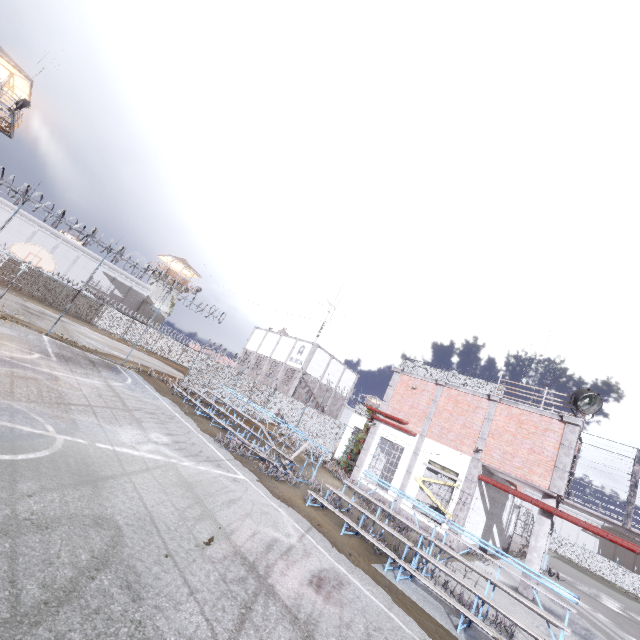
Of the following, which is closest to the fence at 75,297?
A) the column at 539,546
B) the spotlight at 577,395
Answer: the column at 539,546

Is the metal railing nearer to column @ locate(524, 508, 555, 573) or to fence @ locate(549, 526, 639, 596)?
fence @ locate(549, 526, 639, 596)

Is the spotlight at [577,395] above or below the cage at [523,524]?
above

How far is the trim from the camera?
13.38m

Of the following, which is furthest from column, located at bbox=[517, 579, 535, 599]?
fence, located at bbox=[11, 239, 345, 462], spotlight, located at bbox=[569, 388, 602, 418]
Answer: spotlight, located at bbox=[569, 388, 602, 418]

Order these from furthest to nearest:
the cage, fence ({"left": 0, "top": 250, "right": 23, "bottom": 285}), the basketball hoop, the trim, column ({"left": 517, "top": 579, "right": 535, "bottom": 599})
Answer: the cage, fence ({"left": 0, "top": 250, "right": 23, "bottom": 285}), the basketball hoop, the trim, column ({"left": 517, "top": 579, "right": 535, "bottom": 599})

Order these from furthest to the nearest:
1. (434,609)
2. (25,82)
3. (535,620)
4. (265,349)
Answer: (265,349), (25,82), (535,620), (434,609)

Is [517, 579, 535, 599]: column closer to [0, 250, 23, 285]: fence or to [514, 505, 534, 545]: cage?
[514, 505, 534, 545]: cage
